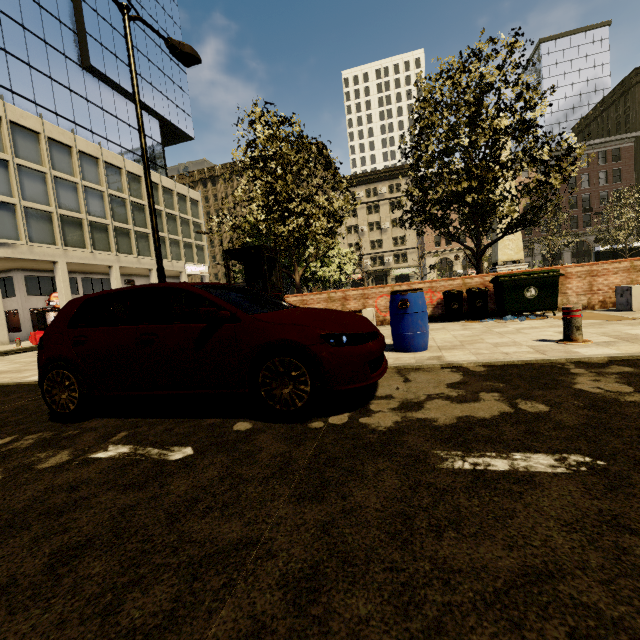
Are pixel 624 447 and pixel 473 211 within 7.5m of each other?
no

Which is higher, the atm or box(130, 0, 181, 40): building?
box(130, 0, 181, 40): building

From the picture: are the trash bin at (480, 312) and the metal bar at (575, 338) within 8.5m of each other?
yes

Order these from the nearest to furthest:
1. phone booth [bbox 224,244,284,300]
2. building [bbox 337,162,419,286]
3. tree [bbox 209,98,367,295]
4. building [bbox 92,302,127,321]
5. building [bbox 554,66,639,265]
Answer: phone booth [bbox 224,244,284,300] → tree [bbox 209,98,367,295] → building [bbox 92,302,127,321] → building [bbox 554,66,639,265] → building [bbox 337,162,419,286]

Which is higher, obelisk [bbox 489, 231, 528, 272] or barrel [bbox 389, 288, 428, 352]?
obelisk [bbox 489, 231, 528, 272]

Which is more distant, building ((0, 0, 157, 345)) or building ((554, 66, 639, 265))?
building ((554, 66, 639, 265))

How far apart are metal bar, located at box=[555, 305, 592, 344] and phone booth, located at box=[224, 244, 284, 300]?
6.69m

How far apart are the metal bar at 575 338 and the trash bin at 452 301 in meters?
3.7
